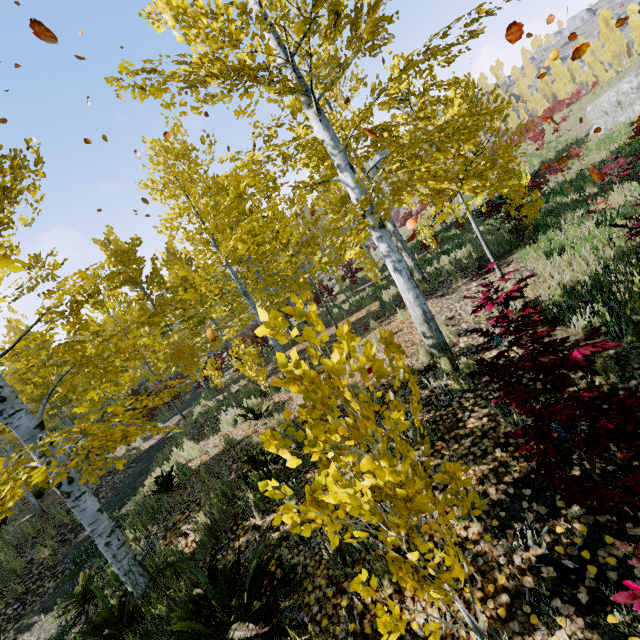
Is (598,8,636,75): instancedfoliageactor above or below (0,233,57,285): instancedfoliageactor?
above

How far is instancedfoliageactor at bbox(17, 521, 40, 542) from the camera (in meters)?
9.15

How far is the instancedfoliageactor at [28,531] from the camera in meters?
9.1 m

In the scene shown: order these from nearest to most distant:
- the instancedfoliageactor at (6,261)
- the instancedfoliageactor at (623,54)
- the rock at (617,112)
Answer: the instancedfoliageactor at (6,261) → the rock at (617,112) → the instancedfoliageactor at (623,54)

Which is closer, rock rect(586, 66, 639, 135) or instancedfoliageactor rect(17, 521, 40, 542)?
instancedfoliageactor rect(17, 521, 40, 542)

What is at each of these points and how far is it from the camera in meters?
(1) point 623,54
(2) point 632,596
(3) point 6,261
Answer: (1) instancedfoliageactor, 50.9 m
(2) instancedfoliageactor, 1.4 m
(3) instancedfoliageactor, 1.3 m

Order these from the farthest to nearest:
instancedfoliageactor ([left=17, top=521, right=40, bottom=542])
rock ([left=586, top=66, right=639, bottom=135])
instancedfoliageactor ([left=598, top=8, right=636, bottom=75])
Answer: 1. instancedfoliageactor ([left=598, top=8, right=636, bottom=75])
2. rock ([left=586, top=66, right=639, bottom=135])
3. instancedfoliageactor ([left=17, top=521, right=40, bottom=542])
